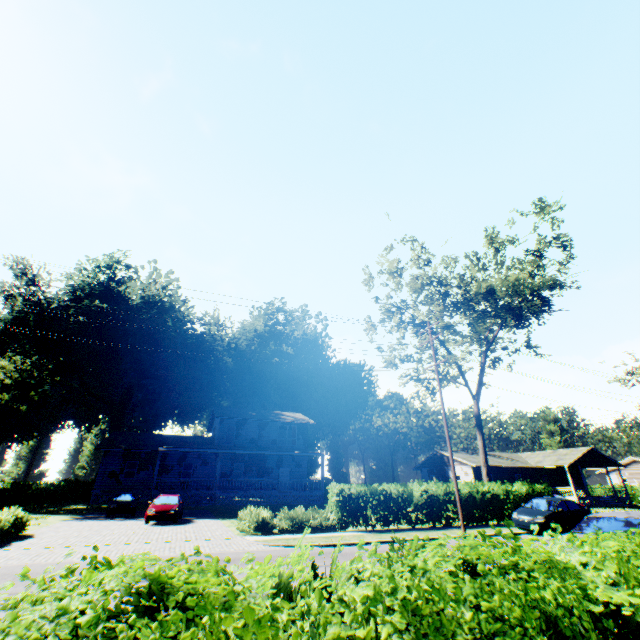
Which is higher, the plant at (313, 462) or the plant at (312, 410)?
the plant at (312, 410)

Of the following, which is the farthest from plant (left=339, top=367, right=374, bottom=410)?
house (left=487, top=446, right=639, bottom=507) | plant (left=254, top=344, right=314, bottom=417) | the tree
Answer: house (left=487, top=446, right=639, bottom=507)

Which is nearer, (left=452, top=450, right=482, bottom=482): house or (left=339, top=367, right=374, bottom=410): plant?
(left=452, top=450, right=482, bottom=482): house

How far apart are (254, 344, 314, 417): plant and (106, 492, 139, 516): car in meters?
29.1

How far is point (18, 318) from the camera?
43.3m

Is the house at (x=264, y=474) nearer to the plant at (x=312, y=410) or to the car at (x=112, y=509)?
the car at (x=112, y=509)

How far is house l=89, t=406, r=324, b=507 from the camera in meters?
28.6

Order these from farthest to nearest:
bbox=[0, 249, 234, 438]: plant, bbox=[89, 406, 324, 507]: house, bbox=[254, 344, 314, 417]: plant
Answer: bbox=[254, 344, 314, 417]: plant, bbox=[0, 249, 234, 438]: plant, bbox=[89, 406, 324, 507]: house
